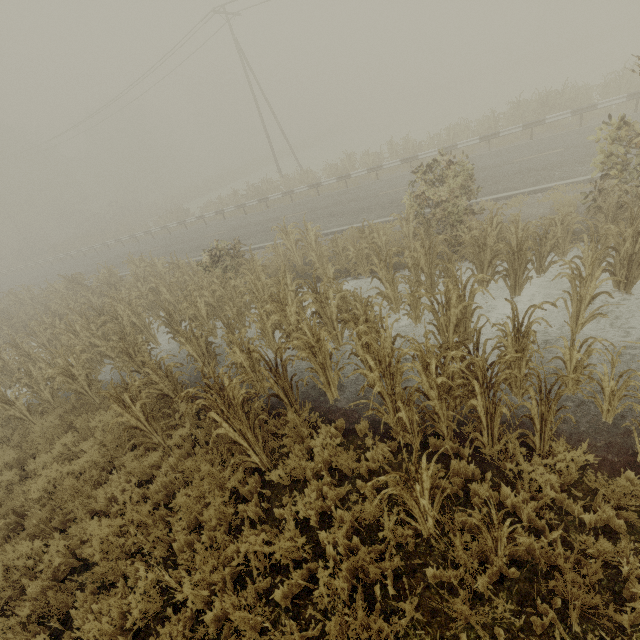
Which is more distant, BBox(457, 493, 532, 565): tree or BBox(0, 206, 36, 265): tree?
BBox(0, 206, 36, 265): tree

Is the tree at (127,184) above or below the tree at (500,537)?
above

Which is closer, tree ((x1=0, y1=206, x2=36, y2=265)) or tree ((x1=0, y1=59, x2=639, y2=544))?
tree ((x1=0, y1=59, x2=639, y2=544))

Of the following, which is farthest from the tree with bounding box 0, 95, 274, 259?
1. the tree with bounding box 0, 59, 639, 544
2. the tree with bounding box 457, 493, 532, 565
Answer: the tree with bounding box 457, 493, 532, 565

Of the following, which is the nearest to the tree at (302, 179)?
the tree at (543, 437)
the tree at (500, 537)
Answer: the tree at (543, 437)

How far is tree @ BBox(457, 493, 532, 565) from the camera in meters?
3.1

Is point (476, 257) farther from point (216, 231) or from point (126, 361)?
point (216, 231)

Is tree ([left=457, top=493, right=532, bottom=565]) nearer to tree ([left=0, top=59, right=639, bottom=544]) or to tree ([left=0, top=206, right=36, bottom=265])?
tree ([left=0, top=59, right=639, bottom=544])
